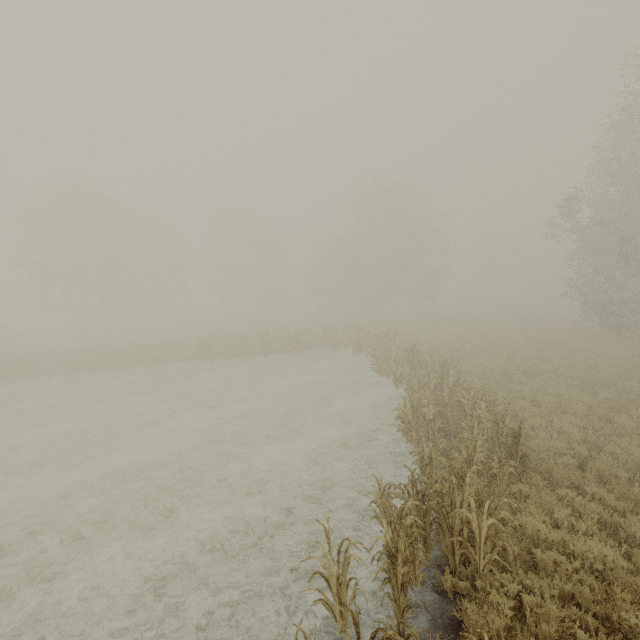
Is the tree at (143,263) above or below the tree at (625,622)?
above

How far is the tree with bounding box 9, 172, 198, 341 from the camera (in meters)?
33.88

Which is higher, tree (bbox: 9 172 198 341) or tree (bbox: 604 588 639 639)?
tree (bbox: 9 172 198 341)

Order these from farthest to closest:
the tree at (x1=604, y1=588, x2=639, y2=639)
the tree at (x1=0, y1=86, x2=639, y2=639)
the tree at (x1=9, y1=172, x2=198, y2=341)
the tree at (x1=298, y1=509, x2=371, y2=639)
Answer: the tree at (x1=9, y1=172, x2=198, y2=341) → the tree at (x1=0, y1=86, x2=639, y2=639) → the tree at (x1=604, y1=588, x2=639, y2=639) → the tree at (x1=298, y1=509, x2=371, y2=639)

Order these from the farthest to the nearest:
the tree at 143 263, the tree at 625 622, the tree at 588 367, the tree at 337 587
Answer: the tree at 143 263 → the tree at 588 367 → the tree at 625 622 → the tree at 337 587

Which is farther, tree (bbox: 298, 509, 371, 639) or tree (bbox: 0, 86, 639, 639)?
tree (bbox: 0, 86, 639, 639)

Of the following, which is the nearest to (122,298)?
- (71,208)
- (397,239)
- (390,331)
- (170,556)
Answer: (71,208)
